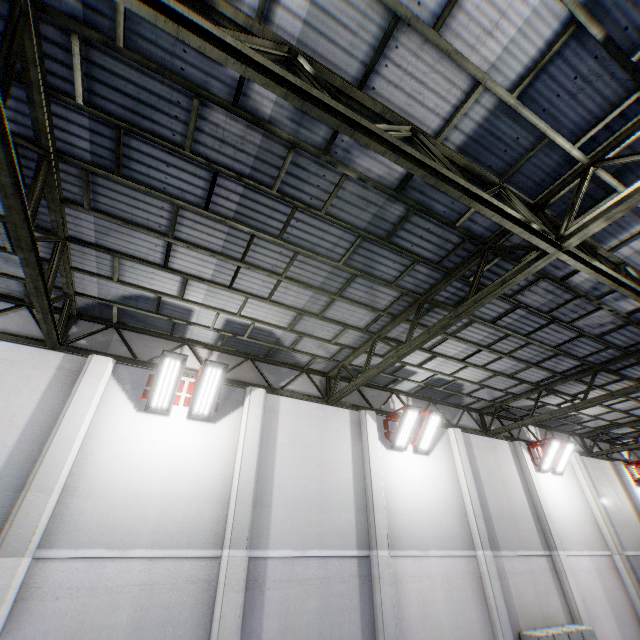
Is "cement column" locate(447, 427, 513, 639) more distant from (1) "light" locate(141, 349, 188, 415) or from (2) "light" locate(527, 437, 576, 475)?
(1) "light" locate(141, 349, 188, 415)

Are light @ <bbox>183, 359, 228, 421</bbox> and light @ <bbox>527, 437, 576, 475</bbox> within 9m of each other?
no

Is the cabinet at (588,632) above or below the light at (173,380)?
Result: below

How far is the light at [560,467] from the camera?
13.59m

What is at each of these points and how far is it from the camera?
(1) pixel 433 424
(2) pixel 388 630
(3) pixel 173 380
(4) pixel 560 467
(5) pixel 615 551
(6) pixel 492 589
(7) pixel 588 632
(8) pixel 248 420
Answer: (1) light, 11.05m
(2) cement column, 7.72m
(3) light, 7.89m
(4) light, 14.09m
(5) cement column, 13.12m
(6) cement column, 9.59m
(7) cabinet, 9.88m
(8) cement column, 8.78m

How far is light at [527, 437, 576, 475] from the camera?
13.6m

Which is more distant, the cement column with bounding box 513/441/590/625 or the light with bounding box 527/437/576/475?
the light with bounding box 527/437/576/475

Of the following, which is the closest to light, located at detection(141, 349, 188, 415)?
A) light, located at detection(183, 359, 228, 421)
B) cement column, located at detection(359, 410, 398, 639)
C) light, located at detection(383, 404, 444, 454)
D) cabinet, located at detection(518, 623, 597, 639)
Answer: light, located at detection(183, 359, 228, 421)
